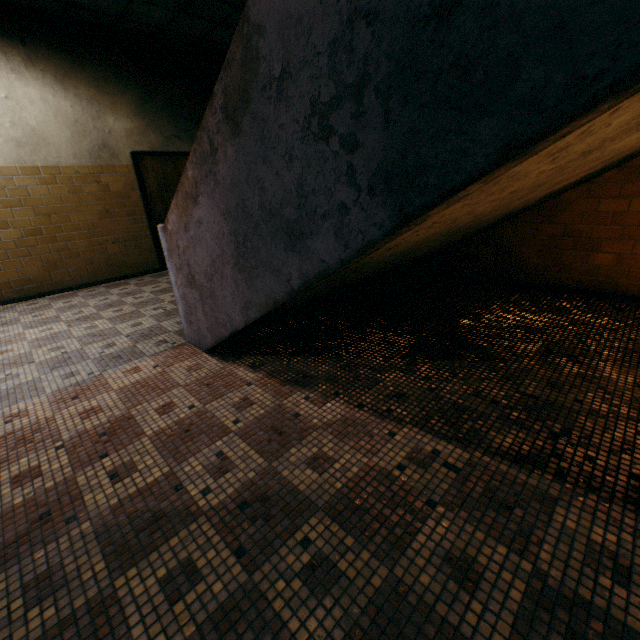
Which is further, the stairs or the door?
the door

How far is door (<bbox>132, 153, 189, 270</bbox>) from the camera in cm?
604

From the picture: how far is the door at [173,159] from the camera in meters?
6.0 m

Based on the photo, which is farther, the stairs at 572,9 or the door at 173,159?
the door at 173,159

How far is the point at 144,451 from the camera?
1.97m
